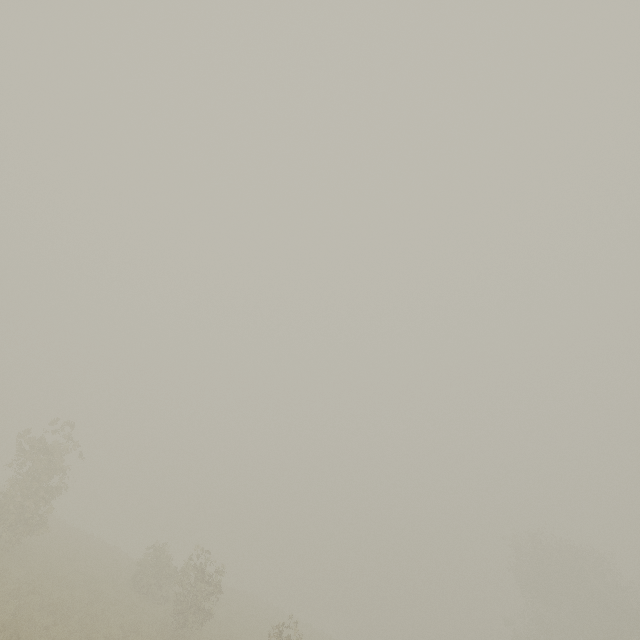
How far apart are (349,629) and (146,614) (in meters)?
59.35
